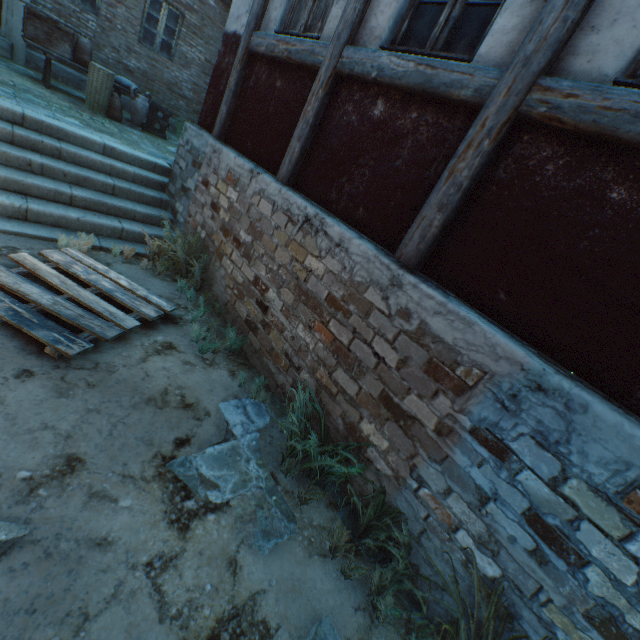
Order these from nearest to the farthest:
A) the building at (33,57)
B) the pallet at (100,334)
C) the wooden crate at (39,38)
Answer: the pallet at (100,334) → the wooden crate at (39,38) → the building at (33,57)

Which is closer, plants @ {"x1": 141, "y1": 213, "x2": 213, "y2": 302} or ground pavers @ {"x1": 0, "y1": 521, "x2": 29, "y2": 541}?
ground pavers @ {"x1": 0, "y1": 521, "x2": 29, "y2": 541}

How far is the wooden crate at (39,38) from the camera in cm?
654

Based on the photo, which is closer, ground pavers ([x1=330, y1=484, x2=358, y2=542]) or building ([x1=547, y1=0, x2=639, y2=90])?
building ([x1=547, y1=0, x2=639, y2=90])

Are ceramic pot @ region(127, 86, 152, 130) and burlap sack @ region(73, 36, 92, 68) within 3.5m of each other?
yes

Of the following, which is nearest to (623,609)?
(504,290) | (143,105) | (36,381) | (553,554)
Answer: (553,554)

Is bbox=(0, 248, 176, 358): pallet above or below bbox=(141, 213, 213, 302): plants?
below
